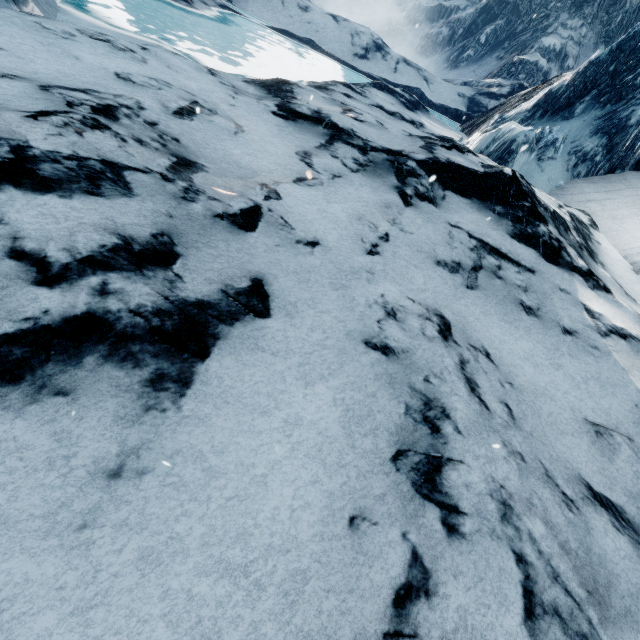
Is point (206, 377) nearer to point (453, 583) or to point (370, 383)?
point (370, 383)
